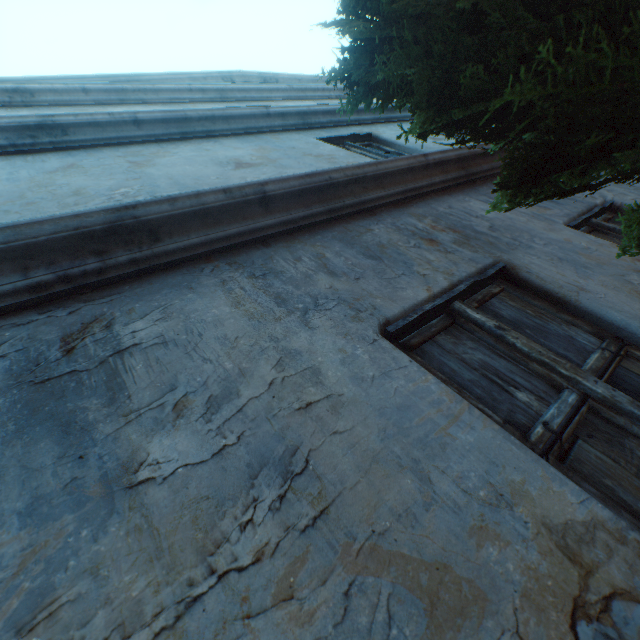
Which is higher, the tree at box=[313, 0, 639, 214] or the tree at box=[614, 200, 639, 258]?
the tree at box=[313, 0, 639, 214]

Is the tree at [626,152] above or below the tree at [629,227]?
above

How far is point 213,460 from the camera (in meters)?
0.88
